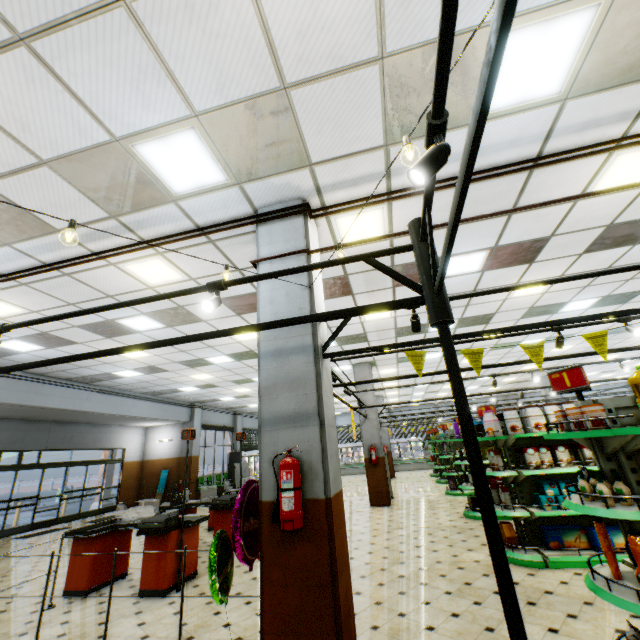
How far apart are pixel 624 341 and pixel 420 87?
15.5 meters

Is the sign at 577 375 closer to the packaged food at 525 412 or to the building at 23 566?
the building at 23 566

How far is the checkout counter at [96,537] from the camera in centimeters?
536cm

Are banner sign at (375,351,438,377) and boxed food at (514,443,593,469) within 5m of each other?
yes

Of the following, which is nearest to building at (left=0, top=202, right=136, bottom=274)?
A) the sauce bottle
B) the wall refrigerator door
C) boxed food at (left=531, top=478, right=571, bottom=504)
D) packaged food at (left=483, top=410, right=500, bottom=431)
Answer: the wall refrigerator door

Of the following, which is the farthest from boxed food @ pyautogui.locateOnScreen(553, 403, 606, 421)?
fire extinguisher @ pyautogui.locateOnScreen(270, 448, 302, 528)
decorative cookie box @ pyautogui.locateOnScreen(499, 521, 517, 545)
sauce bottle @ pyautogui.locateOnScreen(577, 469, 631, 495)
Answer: decorative cookie box @ pyautogui.locateOnScreen(499, 521, 517, 545)

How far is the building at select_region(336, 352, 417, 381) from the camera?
12.20m

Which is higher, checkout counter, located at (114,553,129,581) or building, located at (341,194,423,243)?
building, located at (341,194,423,243)
